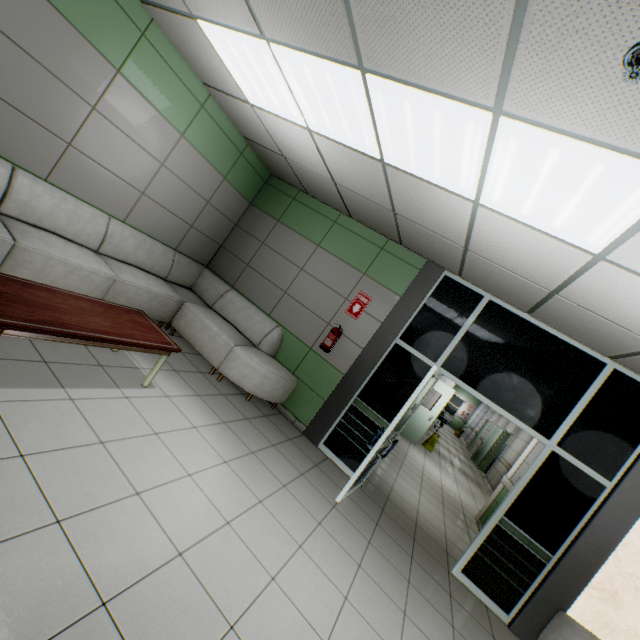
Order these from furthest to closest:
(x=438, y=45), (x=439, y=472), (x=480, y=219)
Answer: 1. (x=439, y=472)
2. (x=480, y=219)
3. (x=438, y=45)

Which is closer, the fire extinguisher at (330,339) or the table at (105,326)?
the table at (105,326)

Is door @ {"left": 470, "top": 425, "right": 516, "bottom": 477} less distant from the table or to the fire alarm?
the table

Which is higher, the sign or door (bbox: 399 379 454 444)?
the sign

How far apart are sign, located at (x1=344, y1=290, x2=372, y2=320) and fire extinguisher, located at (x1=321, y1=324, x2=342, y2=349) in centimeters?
20cm

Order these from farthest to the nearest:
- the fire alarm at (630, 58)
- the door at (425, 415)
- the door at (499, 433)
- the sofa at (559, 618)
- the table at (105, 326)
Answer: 1. the door at (499, 433)
2. the door at (425, 415)
3. the sofa at (559, 618)
4. the table at (105, 326)
5. the fire alarm at (630, 58)

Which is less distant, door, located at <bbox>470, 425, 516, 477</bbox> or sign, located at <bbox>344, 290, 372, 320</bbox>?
sign, located at <bbox>344, 290, 372, 320</bbox>

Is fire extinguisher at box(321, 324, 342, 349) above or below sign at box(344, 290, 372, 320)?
below
